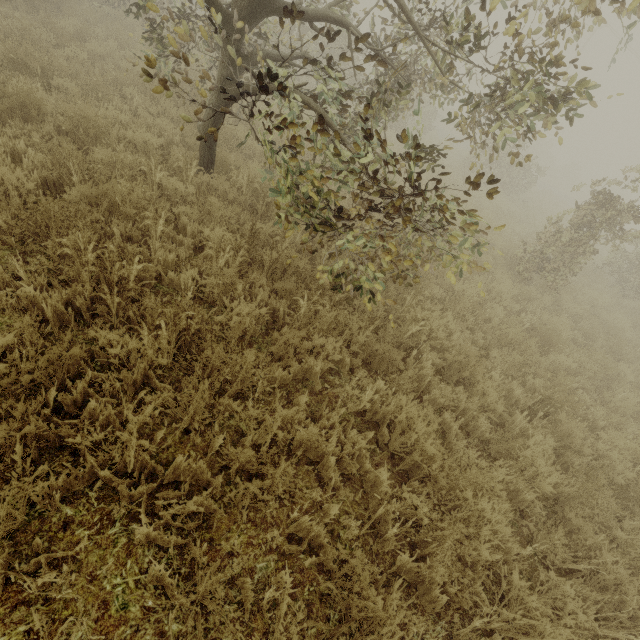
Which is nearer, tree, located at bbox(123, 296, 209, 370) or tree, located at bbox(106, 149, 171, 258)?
tree, located at bbox(123, 296, 209, 370)

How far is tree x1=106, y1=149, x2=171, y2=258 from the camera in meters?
4.0

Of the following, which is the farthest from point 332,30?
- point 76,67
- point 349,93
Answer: point 76,67

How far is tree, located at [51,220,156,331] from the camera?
3.1 meters

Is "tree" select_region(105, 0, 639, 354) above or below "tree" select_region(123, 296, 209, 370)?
above

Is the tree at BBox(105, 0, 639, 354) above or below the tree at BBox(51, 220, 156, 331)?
above

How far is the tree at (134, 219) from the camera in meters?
4.0 m
